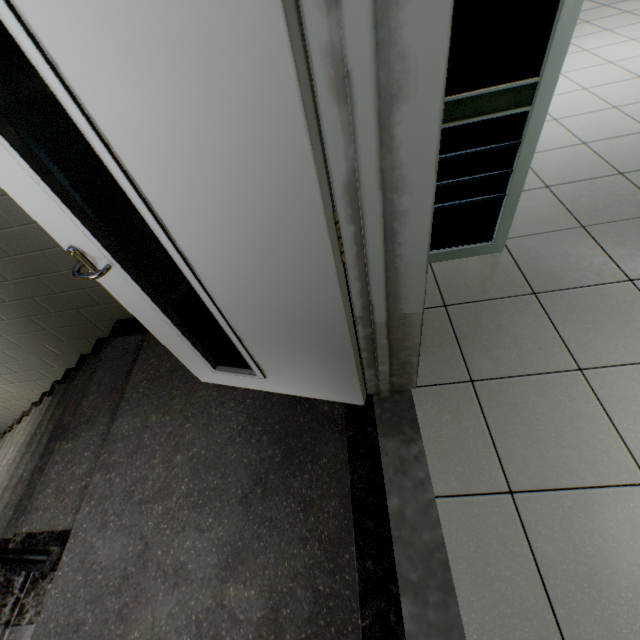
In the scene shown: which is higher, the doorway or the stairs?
the doorway

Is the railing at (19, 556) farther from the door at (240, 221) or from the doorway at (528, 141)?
the doorway at (528, 141)

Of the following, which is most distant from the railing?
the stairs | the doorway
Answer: the doorway

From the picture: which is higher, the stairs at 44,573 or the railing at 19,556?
the railing at 19,556

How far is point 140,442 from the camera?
1.8m

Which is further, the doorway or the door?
the doorway

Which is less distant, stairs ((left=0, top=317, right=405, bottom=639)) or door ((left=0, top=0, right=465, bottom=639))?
door ((left=0, top=0, right=465, bottom=639))

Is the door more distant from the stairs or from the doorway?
the doorway
